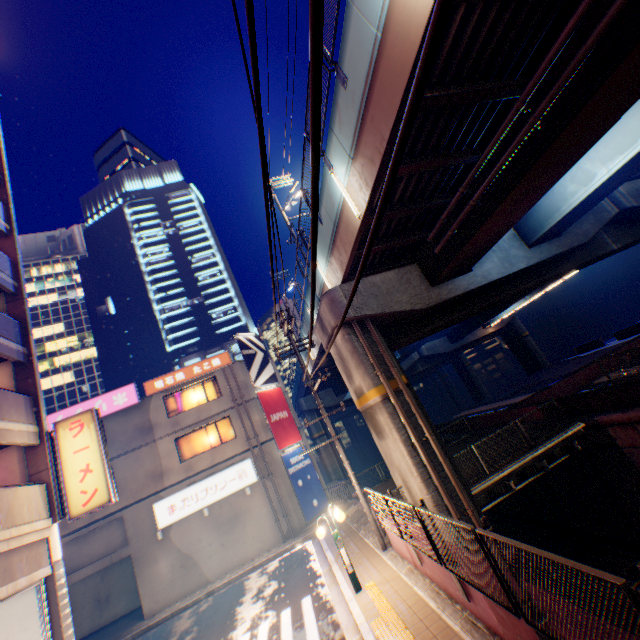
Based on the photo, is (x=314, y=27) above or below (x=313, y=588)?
above

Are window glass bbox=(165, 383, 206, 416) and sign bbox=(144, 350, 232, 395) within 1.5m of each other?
yes

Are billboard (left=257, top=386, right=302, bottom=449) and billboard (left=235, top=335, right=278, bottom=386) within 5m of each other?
yes

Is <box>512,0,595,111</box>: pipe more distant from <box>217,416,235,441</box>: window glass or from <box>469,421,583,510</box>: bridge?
<box>217,416,235,441</box>: window glass

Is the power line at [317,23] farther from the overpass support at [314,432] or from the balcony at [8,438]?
the balcony at [8,438]

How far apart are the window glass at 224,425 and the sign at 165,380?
3.2m

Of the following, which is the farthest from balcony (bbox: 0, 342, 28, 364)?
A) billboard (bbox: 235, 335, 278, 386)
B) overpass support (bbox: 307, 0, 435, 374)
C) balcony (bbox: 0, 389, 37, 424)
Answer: billboard (bbox: 235, 335, 278, 386)

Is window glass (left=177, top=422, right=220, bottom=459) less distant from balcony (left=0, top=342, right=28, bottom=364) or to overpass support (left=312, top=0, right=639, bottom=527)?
overpass support (left=312, top=0, right=639, bottom=527)
